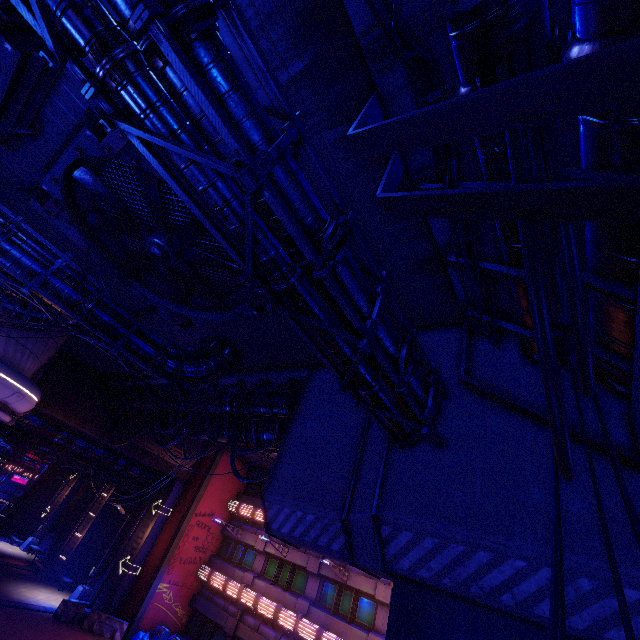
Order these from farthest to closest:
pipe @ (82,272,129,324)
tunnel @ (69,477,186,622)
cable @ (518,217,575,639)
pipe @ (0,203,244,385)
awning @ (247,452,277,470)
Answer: awning @ (247,452,277,470) → tunnel @ (69,477,186,622) → pipe @ (82,272,129,324) → pipe @ (0,203,244,385) → cable @ (518,217,575,639)

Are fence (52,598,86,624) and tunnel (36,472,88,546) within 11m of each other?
no

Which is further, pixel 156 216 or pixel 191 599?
pixel 191 599

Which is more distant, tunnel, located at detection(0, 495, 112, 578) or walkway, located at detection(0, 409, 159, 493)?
tunnel, located at detection(0, 495, 112, 578)

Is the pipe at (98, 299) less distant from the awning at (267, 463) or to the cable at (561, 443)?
the cable at (561, 443)

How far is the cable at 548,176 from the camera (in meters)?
3.08

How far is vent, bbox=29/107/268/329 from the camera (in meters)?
6.07

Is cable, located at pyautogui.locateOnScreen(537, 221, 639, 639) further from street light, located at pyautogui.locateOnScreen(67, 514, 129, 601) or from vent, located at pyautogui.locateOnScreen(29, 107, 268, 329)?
street light, located at pyautogui.locateOnScreen(67, 514, 129, 601)
